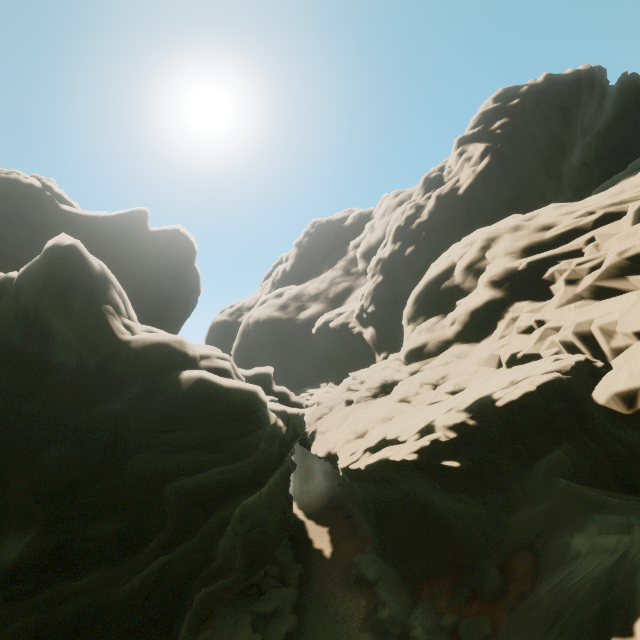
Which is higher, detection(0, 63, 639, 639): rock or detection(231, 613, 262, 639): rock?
detection(0, 63, 639, 639): rock

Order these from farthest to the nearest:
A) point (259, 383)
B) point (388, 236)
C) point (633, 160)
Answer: A:
1. point (388, 236)
2. point (633, 160)
3. point (259, 383)

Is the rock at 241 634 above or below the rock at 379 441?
below

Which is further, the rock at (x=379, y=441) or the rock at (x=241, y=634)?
the rock at (x=241, y=634)

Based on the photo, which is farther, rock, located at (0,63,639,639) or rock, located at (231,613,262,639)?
rock, located at (231,613,262,639)
